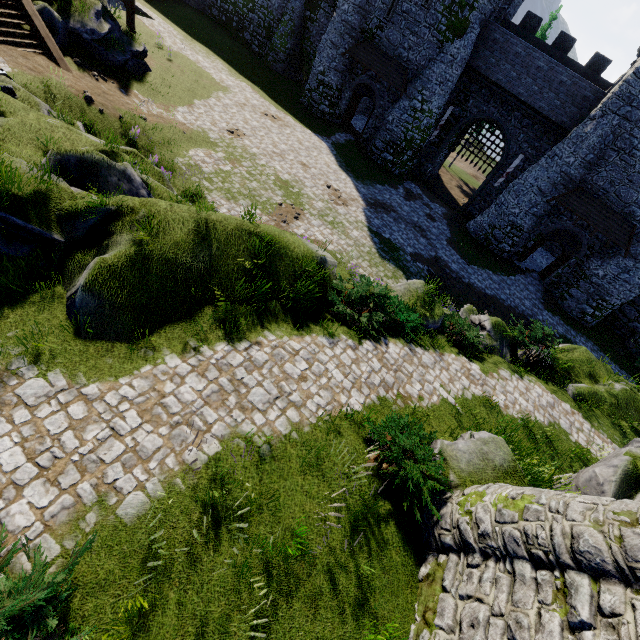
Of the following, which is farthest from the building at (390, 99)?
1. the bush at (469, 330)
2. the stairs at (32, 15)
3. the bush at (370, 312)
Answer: the stairs at (32, 15)

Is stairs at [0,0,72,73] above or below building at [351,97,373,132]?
above

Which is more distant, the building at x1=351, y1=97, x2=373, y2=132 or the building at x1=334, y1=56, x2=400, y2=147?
the building at x1=351, y1=97, x2=373, y2=132

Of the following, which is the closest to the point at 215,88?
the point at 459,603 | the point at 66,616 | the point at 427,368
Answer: the point at 427,368

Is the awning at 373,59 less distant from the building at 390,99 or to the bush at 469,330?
the building at 390,99

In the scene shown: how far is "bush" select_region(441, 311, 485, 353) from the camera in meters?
12.4 m

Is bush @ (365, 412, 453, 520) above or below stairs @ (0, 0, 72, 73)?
above

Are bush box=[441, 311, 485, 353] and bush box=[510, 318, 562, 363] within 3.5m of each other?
yes
